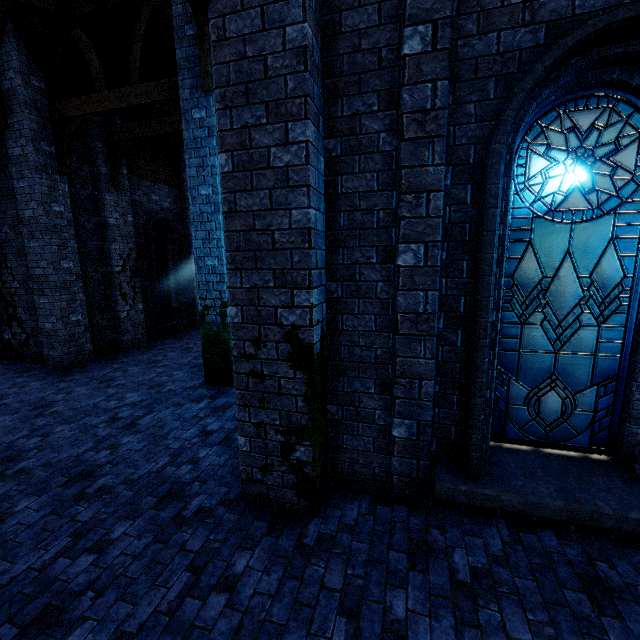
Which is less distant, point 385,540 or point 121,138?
point 385,540
